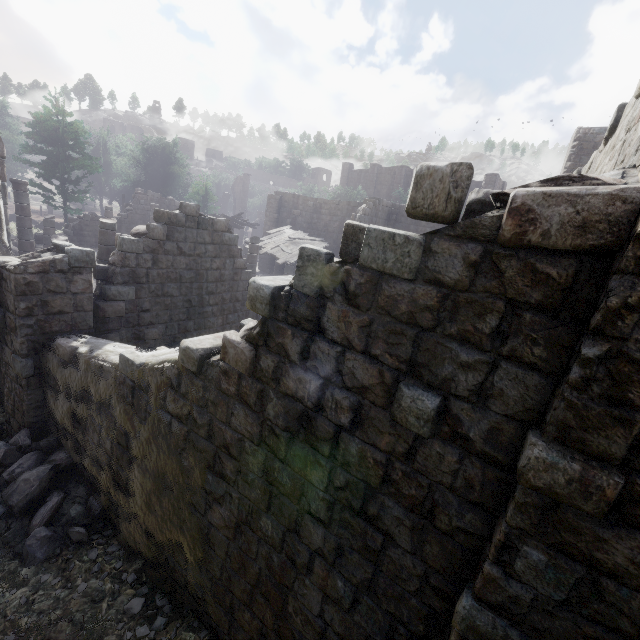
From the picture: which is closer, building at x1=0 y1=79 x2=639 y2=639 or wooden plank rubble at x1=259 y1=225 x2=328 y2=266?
building at x1=0 y1=79 x2=639 y2=639

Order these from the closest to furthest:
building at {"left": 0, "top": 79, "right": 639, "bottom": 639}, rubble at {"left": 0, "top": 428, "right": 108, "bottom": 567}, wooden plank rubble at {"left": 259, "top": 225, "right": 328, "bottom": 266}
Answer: building at {"left": 0, "top": 79, "right": 639, "bottom": 639}, rubble at {"left": 0, "top": 428, "right": 108, "bottom": 567}, wooden plank rubble at {"left": 259, "top": 225, "right": 328, "bottom": 266}

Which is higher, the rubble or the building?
the building

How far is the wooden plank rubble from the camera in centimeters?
1980cm

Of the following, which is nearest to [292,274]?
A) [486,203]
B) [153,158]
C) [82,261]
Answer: [82,261]

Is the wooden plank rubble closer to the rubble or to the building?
the building

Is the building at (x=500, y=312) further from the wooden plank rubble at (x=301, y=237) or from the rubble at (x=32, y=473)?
the wooden plank rubble at (x=301, y=237)

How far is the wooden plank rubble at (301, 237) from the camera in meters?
19.8
